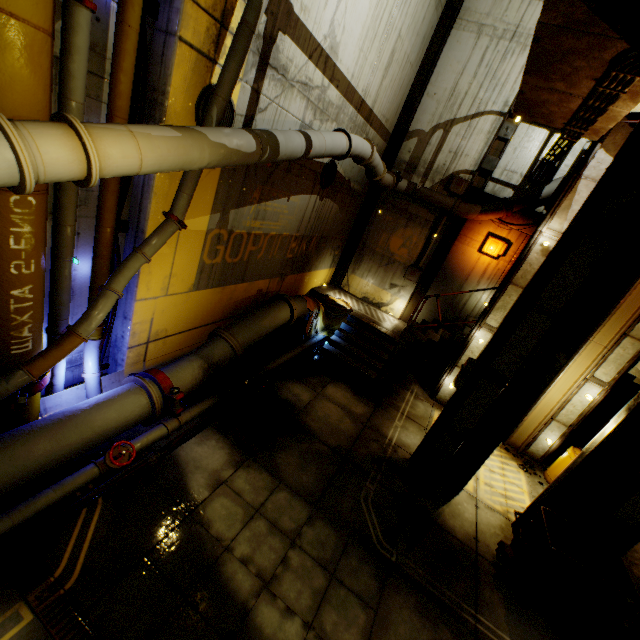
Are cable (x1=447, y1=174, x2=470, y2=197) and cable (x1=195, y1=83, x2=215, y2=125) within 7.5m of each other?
no

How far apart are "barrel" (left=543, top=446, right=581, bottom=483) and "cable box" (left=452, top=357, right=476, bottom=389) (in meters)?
4.36

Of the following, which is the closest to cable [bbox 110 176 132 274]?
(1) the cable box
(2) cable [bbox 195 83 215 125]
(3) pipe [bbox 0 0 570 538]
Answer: (3) pipe [bbox 0 0 570 538]

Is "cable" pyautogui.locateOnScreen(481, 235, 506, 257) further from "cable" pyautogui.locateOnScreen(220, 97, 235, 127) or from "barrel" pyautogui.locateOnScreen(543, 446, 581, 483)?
"cable" pyautogui.locateOnScreen(220, 97, 235, 127)

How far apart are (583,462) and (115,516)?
8.09m

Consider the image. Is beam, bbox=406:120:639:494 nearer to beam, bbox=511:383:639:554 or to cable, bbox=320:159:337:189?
beam, bbox=511:383:639:554

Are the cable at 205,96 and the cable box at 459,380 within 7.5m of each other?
yes

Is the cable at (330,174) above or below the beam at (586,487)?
above
